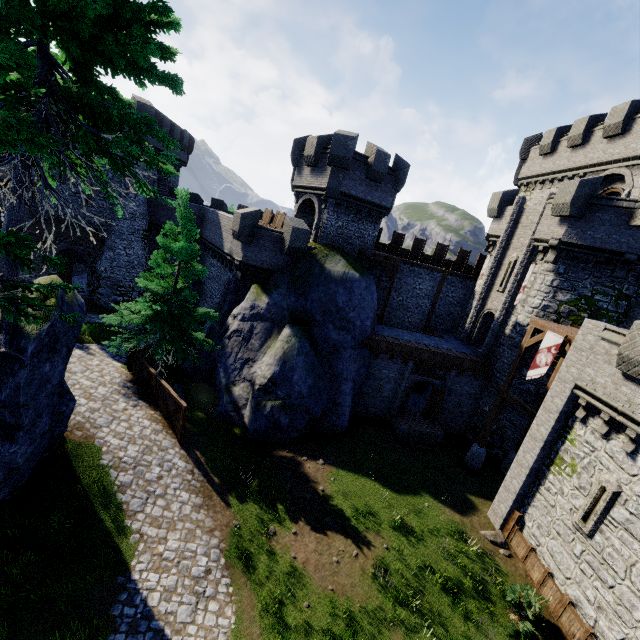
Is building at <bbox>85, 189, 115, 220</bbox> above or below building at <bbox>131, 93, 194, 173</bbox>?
below

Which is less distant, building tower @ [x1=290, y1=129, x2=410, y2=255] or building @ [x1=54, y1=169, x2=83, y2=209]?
building tower @ [x1=290, y1=129, x2=410, y2=255]

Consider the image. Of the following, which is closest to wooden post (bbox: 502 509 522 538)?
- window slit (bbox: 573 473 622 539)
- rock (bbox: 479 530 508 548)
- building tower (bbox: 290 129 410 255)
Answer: rock (bbox: 479 530 508 548)

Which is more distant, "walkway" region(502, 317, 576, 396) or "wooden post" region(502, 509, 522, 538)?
"walkway" region(502, 317, 576, 396)

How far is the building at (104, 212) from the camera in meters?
27.4

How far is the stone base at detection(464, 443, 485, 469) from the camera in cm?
1950

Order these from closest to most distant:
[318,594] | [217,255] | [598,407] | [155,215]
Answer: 1. [318,594]
2. [598,407]
3. [217,255]
4. [155,215]

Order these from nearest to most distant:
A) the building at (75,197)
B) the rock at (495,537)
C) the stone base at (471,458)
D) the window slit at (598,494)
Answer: the window slit at (598,494) → the rock at (495,537) → the stone base at (471,458) → the building at (75,197)
